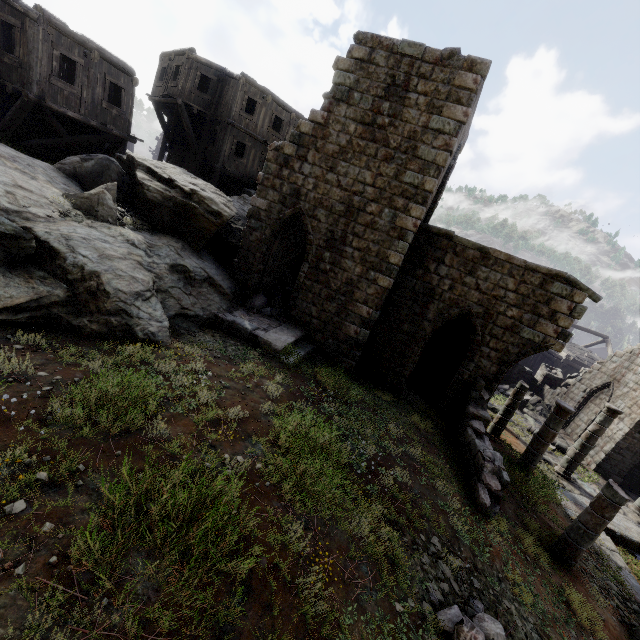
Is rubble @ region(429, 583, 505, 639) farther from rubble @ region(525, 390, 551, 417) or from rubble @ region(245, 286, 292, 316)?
rubble @ region(525, 390, 551, 417)

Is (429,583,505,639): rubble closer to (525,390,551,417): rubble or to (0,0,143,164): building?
(0,0,143,164): building

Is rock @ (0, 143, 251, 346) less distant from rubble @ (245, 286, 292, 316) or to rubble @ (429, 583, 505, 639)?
rubble @ (245, 286, 292, 316)

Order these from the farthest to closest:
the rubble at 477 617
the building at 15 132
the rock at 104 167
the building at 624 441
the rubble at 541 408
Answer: the rubble at 541 408
the building at 15 132
the building at 624 441
the rock at 104 167
the rubble at 477 617

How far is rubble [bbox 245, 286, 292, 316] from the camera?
12.3m

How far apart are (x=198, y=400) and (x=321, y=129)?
9.6m

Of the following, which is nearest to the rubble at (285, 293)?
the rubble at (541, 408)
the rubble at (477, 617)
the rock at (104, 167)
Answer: the rock at (104, 167)

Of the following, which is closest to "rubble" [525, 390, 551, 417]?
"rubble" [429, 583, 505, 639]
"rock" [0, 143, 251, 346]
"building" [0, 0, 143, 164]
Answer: "building" [0, 0, 143, 164]
